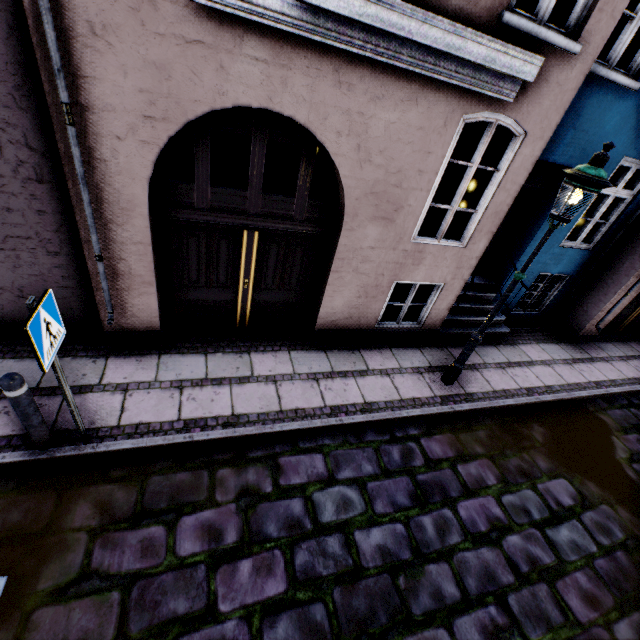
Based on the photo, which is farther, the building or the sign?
the building

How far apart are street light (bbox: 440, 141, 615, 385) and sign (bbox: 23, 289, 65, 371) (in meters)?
5.29

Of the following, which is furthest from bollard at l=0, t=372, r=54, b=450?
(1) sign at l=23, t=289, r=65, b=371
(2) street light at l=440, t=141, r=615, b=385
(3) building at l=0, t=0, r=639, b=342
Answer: (2) street light at l=440, t=141, r=615, b=385

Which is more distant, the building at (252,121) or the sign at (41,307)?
the building at (252,121)

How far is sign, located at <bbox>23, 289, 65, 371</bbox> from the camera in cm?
240

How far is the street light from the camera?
3.5m

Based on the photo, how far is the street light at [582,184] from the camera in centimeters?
350cm

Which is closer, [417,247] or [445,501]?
[445,501]
